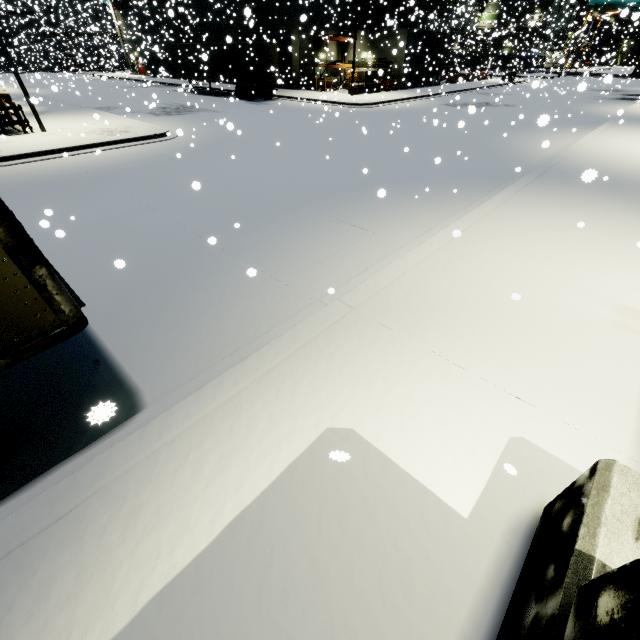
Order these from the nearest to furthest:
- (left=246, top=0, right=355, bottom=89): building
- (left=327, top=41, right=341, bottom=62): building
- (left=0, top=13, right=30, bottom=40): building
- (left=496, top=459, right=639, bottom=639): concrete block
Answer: (left=496, top=459, right=639, bottom=639): concrete block, (left=246, top=0, right=355, bottom=89): building, (left=327, top=41, right=341, bottom=62): building, (left=0, top=13, right=30, bottom=40): building

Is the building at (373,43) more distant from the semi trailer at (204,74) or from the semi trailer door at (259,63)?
the semi trailer door at (259,63)

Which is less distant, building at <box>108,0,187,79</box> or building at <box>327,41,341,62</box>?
building at <box>108,0,187,79</box>

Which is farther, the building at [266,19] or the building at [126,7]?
the building at [126,7]

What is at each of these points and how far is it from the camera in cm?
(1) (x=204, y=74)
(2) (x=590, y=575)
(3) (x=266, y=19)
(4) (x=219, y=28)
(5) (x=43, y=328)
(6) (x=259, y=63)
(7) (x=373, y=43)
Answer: (1) semi trailer, 2088
(2) concrete block, 171
(3) building, 3228
(4) building, 3703
(5) semi trailer, 268
(6) semi trailer door, 2611
(7) building, 3394

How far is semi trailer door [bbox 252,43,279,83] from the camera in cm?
2547

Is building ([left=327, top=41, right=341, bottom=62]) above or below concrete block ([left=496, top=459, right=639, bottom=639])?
above

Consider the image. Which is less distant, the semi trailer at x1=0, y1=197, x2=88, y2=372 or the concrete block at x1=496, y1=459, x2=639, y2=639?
the concrete block at x1=496, y1=459, x2=639, y2=639
